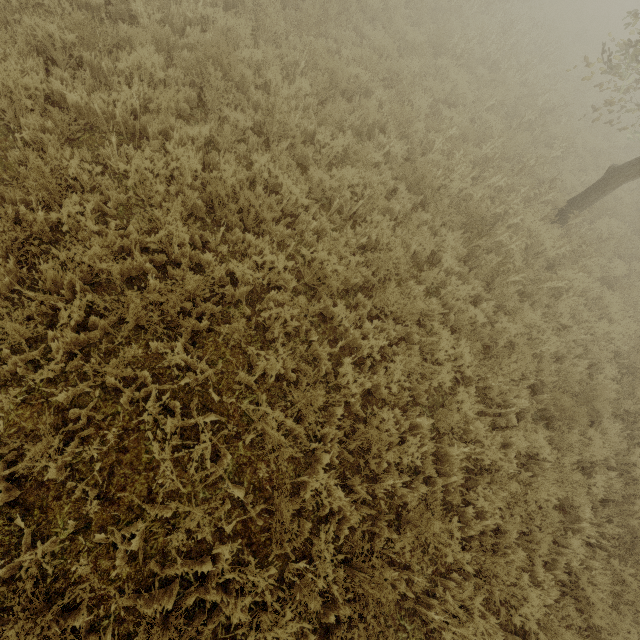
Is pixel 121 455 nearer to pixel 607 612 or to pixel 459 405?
pixel 459 405

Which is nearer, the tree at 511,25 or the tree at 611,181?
the tree at 611,181

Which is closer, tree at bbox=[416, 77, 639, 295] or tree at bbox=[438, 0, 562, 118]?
tree at bbox=[416, 77, 639, 295]
